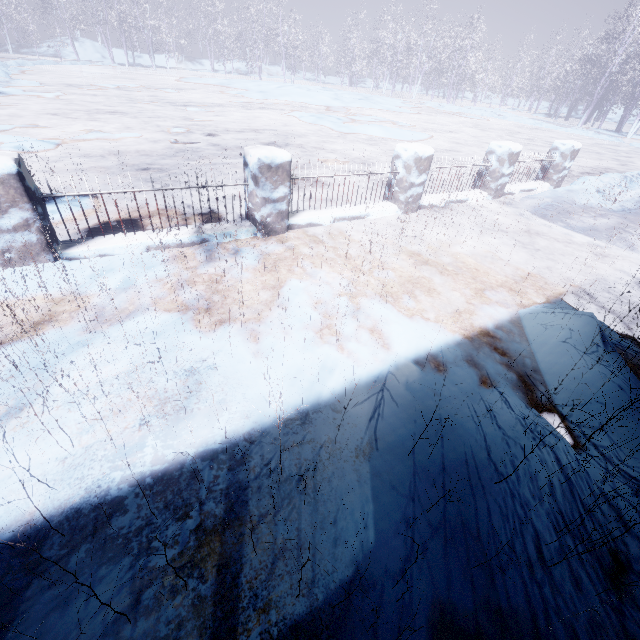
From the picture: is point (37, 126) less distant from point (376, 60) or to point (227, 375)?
point (227, 375)
